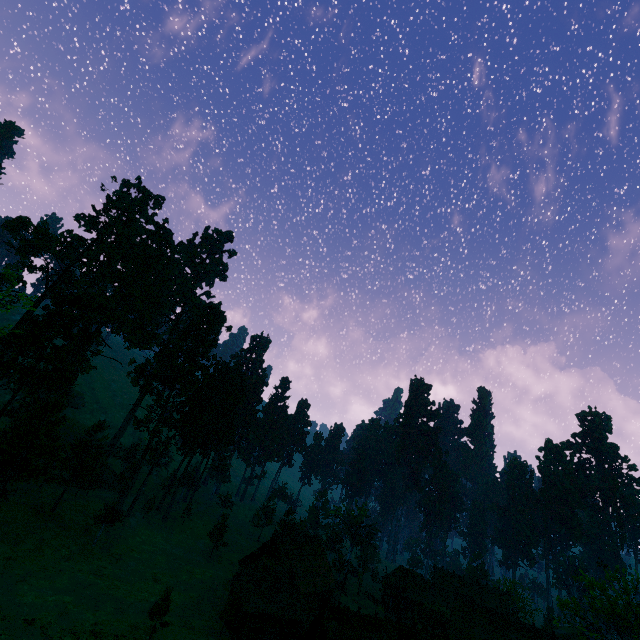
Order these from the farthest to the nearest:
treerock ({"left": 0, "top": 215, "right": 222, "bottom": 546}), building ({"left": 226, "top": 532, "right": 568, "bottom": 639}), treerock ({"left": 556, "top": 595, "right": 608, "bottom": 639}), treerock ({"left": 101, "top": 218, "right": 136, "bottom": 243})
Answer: treerock ({"left": 101, "top": 218, "right": 136, "bottom": 243}) → treerock ({"left": 0, "top": 215, "right": 222, "bottom": 546}) → treerock ({"left": 556, "top": 595, "right": 608, "bottom": 639}) → building ({"left": 226, "top": 532, "right": 568, "bottom": 639})

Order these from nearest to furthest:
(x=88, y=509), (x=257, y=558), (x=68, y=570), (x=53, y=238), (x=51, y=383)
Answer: (x=68, y=570), (x=51, y=383), (x=257, y=558), (x=88, y=509), (x=53, y=238)

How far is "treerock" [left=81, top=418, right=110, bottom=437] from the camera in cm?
4340

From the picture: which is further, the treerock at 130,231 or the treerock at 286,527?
the treerock at 286,527

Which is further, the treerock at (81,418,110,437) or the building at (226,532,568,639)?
the treerock at (81,418,110,437)

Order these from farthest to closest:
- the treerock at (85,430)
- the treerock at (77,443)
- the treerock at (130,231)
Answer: the treerock at (130,231) → the treerock at (85,430) → the treerock at (77,443)
